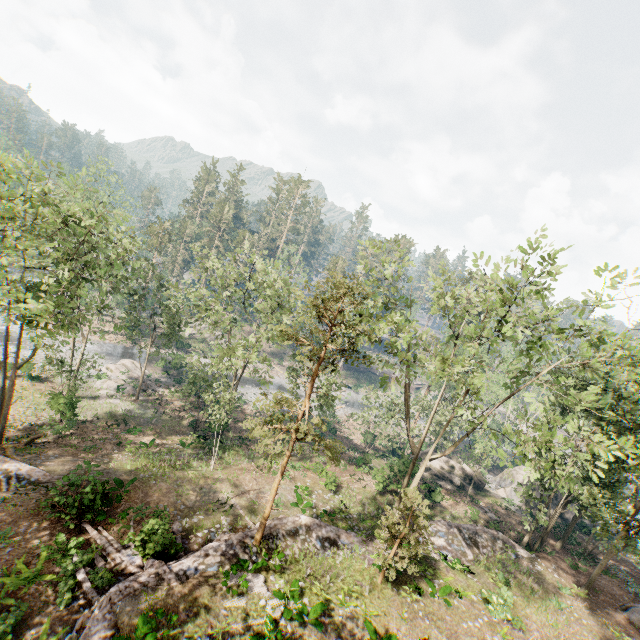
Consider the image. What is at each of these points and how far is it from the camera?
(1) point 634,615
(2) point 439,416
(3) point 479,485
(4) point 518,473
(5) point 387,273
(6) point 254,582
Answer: (1) foliage, 21.1m
(2) foliage, 36.9m
(3) rock, 36.0m
(4) rock, 38.6m
(5) foliage, 18.8m
(6) foliage, 14.2m

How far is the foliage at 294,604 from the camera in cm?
1234

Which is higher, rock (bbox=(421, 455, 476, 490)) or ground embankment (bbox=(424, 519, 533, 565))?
ground embankment (bbox=(424, 519, 533, 565))

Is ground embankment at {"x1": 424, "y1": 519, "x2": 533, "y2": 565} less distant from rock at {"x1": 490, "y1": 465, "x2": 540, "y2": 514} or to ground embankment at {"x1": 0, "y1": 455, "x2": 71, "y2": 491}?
rock at {"x1": 490, "y1": 465, "x2": 540, "y2": 514}

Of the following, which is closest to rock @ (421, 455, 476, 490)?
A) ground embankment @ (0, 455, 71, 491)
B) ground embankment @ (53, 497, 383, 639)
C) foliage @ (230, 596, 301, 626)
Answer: ground embankment @ (53, 497, 383, 639)

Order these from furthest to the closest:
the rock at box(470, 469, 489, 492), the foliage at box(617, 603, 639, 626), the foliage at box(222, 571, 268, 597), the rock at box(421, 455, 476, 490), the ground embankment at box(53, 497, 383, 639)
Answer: the rock at box(470, 469, 489, 492)
the rock at box(421, 455, 476, 490)
the foliage at box(617, 603, 639, 626)
the foliage at box(222, 571, 268, 597)
the ground embankment at box(53, 497, 383, 639)

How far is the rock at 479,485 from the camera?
35.80m

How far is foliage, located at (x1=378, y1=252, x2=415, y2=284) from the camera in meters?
17.6 m
